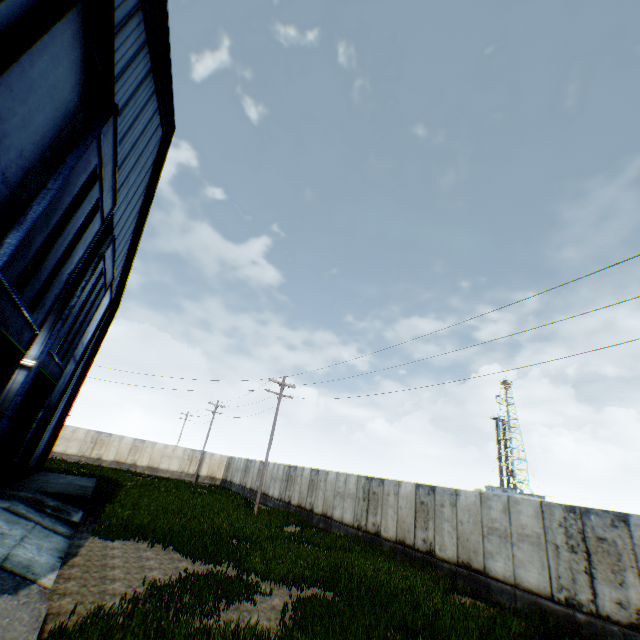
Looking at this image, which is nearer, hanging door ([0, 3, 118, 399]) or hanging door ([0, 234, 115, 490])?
hanging door ([0, 3, 118, 399])

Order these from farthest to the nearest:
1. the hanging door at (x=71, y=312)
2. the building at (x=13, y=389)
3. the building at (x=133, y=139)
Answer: the building at (x=13, y=389) < the hanging door at (x=71, y=312) < the building at (x=133, y=139)

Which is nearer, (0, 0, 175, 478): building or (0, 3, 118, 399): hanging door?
(0, 0, 175, 478): building

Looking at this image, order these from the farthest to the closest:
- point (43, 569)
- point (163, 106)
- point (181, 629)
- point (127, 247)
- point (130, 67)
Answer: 1. point (127, 247)
2. point (163, 106)
3. point (130, 67)
4. point (43, 569)
5. point (181, 629)

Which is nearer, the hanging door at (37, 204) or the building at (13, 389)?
the hanging door at (37, 204)

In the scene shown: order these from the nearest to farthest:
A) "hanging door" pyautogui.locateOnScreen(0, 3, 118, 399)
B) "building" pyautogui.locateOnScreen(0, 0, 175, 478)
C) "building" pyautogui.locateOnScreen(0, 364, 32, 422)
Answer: "building" pyautogui.locateOnScreen(0, 0, 175, 478)
"hanging door" pyautogui.locateOnScreen(0, 3, 118, 399)
"building" pyautogui.locateOnScreen(0, 364, 32, 422)

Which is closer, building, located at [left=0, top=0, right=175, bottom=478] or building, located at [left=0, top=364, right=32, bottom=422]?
building, located at [left=0, top=0, right=175, bottom=478]
